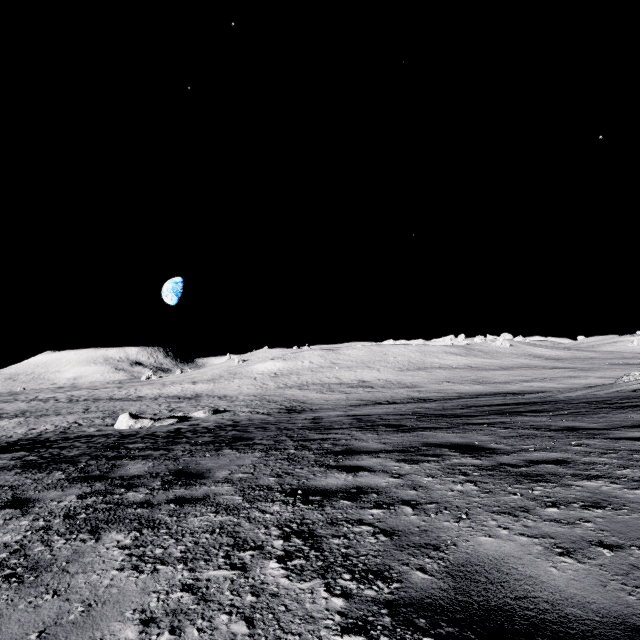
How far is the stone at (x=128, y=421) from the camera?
23.83m

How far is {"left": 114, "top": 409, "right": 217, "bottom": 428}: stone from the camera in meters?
23.8

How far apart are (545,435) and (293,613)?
5.5m
